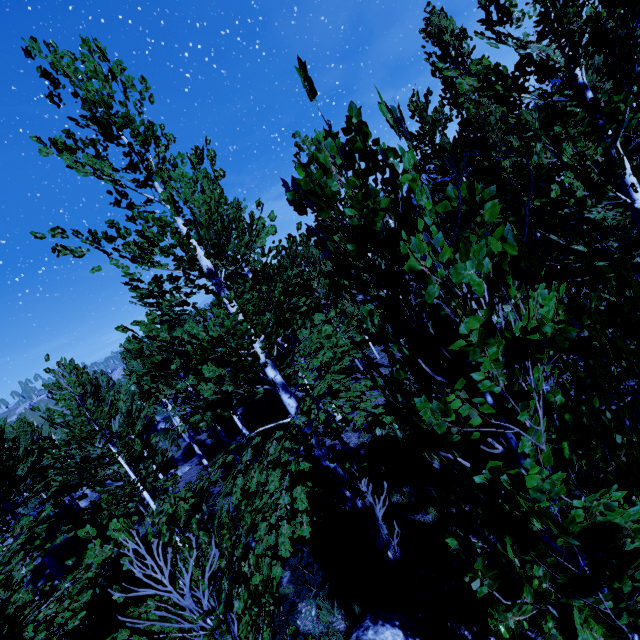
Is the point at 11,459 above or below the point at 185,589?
above

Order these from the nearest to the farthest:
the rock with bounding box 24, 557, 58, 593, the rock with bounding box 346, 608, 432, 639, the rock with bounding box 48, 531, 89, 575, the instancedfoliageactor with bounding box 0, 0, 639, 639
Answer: the instancedfoliageactor with bounding box 0, 0, 639, 639 → the rock with bounding box 346, 608, 432, 639 → the rock with bounding box 24, 557, 58, 593 → the rock with bounding box 48, 531, 89, 575

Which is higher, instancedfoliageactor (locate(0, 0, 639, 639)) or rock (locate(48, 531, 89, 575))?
instancedfoliageactor (locate(0, 0, 639, 639))

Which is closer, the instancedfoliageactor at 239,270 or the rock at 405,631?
the instancedfoliageactor at 239,270

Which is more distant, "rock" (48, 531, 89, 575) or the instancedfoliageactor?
"rock" (48, 531, 89, 575)

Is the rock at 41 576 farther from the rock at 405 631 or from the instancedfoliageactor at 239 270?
the rock at 405 631

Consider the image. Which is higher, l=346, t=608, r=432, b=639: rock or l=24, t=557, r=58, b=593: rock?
l=24, t=557, r=58, b=593: rock

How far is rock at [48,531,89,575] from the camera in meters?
12.7 m
